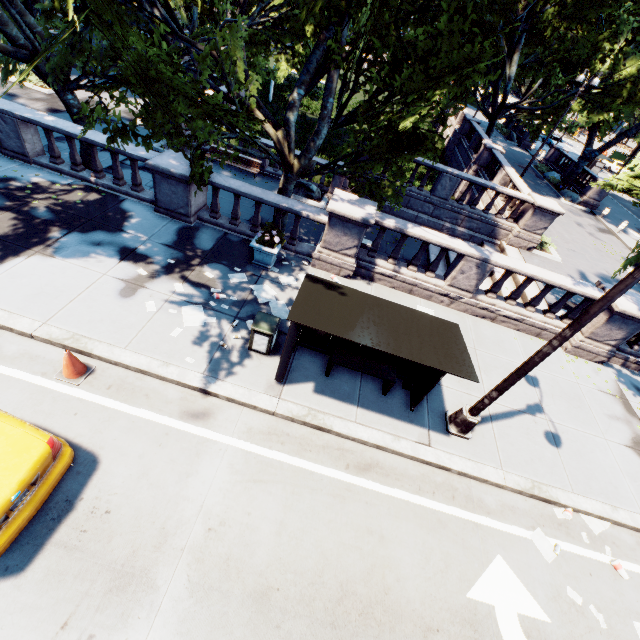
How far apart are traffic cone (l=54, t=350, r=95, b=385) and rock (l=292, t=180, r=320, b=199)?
14.1 meters

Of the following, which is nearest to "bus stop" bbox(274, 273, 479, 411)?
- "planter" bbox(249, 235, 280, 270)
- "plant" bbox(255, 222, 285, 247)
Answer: "planter" bbox(249, 235, 280, 270)

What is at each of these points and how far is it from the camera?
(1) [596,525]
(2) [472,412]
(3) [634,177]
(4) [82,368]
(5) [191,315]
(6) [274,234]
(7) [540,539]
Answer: (1) instancedfoliageactor, 7.0 meters
(2) light, 7.2 meters
(3) tree, 9.9 meters
(4) traffic cone, 6.3 meters
(5) instancedfoliageactor, 7.9 meters
(6) plant, 9.5 meters
(7) instancedfoliageactor, 6.5 meters

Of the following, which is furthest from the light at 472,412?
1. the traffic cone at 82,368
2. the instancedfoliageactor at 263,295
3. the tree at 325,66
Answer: the traffic cone at 82,368

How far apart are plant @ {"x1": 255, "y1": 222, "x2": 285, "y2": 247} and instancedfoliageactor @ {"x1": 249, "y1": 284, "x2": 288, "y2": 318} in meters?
1.3

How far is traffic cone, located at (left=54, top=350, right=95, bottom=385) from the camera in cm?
604

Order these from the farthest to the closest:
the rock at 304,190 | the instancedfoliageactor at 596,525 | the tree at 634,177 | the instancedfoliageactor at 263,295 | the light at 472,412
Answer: the rock at 304,190 < the tree at 634,177 < the instancedfoliageactor at 263,295 < the instancedfoliageactor at 596,525 < the light at 472,412

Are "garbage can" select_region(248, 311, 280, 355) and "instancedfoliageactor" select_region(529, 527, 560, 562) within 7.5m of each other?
yes
